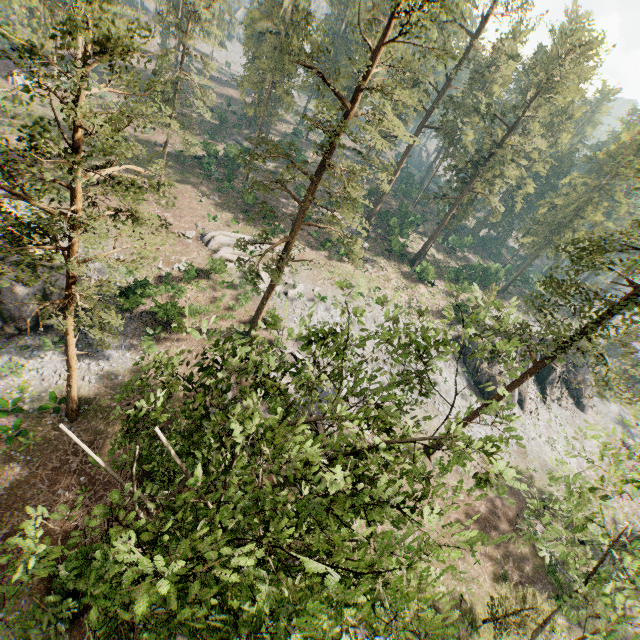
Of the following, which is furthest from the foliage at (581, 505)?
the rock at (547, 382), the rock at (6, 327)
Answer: the rock at (6, 327)

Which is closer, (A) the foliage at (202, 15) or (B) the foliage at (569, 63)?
(B) the foliage at (569, 63)

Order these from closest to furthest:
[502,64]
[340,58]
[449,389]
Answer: [449,389] < [502,64] < [340,58]

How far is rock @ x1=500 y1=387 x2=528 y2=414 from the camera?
38.1m

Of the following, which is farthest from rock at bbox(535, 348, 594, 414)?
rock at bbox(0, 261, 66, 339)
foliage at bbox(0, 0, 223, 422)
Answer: rock at bbox(0, 261, 66, 339)

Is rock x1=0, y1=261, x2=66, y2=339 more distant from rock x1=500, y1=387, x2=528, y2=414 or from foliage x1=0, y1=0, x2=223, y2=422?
rock x1=500, y1=387, x2=528, y2=414
